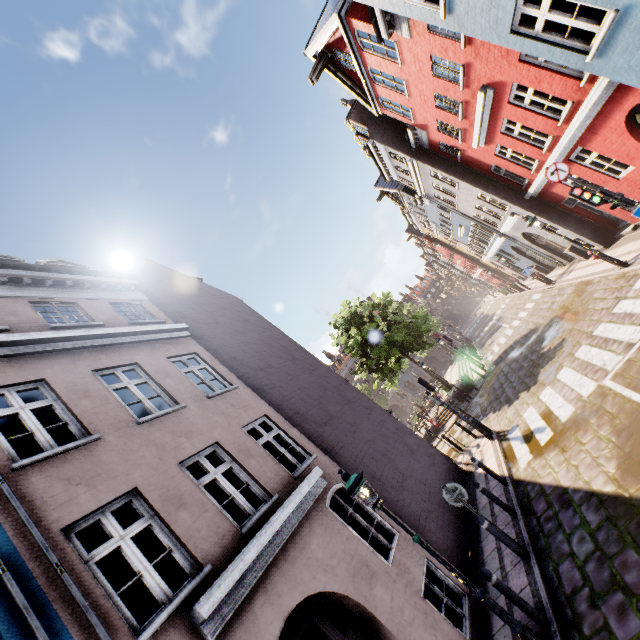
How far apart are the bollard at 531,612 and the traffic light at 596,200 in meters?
8.8

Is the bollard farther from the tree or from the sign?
the tree

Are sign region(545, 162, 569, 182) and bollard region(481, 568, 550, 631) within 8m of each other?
no

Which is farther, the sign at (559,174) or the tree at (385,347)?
the tree at (385,347)

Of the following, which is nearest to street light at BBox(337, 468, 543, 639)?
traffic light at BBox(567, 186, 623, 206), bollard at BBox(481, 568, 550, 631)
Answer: bollard at BBox(481, 568, 550, 631)

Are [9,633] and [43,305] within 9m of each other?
yes

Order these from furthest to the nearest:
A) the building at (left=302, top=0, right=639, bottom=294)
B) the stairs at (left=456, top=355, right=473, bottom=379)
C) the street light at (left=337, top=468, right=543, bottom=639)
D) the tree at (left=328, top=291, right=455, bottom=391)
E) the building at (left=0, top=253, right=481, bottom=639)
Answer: the stairs at (left=456, top=355, right=473, bottom=379)
the tree at (left=328, top=291, right=455, bottom=391)
the building at (left=302, top=0, right=639, bottom=294)
the street light at (left=337, top=468, right=543, bottom=639)
the building at (left=0, top=253, right=481, bottom=639)

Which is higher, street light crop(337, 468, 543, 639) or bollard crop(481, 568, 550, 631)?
street light crop(337, 468, 543, 639)
